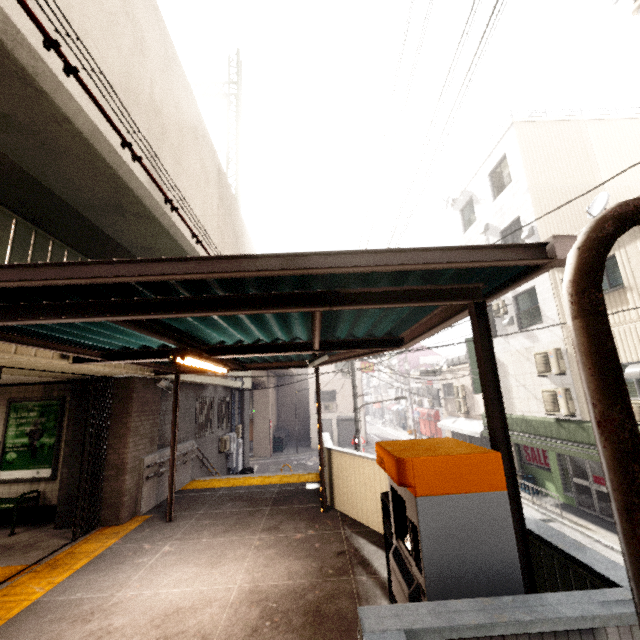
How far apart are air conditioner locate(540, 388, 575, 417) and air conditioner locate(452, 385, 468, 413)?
8.38m

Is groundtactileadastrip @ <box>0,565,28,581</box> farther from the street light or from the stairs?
the street light

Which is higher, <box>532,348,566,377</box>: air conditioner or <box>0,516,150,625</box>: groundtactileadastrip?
<box>532,348,566,377</box>: air conditioner

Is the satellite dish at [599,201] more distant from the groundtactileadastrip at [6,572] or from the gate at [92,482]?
the groundtactileadastrip at [6,572]

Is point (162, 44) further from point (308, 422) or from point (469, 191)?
point (308, 422)

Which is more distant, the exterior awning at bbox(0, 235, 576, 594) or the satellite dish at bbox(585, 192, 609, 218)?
the satellite dish at bbox(585, 192, 609, 218)

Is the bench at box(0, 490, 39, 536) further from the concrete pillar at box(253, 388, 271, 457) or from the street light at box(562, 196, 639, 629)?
the concrete pillar at box(253, 388, 271, 457)

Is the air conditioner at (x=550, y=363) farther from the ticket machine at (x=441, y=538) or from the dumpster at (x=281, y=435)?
the dumpster at (x=281, y=435)
